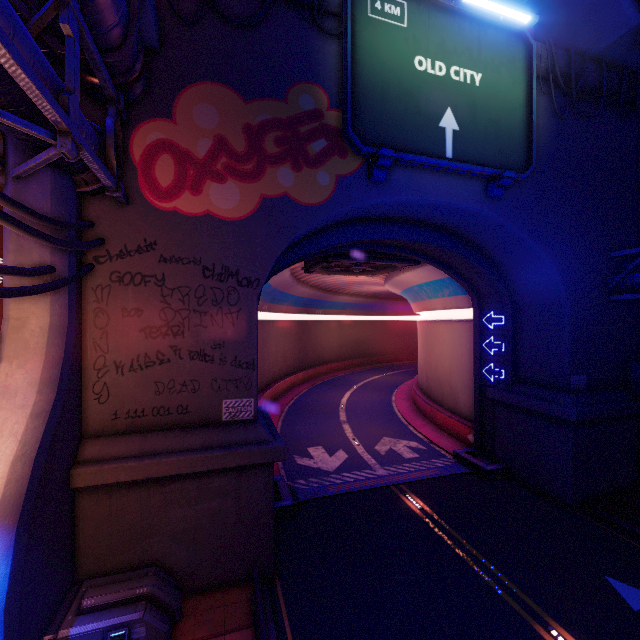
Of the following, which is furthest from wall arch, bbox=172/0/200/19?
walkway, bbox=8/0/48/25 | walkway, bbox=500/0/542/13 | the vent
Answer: walkway, bbox=500/0/542/13

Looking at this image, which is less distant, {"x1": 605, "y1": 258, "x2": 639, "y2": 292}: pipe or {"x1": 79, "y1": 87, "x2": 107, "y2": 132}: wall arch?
{"x1": 79, "y1": 87, "x2": 107, "y2": 132}: wall arch

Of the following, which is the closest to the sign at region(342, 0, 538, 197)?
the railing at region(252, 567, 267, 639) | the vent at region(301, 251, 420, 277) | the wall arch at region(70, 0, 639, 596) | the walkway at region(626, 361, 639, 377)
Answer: the wall arch at region(70, 0, 639, 596)

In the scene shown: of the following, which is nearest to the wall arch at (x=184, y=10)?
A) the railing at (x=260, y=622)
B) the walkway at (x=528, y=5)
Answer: the railing at (x=260, y=622)

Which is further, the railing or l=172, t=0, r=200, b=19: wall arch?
l=172, t=0, r=200, b=19: wall arch

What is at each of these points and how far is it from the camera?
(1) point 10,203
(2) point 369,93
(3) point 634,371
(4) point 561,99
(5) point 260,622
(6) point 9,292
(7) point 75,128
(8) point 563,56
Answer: (1) cable, 5.10m
(2) sign, 10.23m
(3) walkway, 14.56m
(4) wall arch, 13.62m
(5) railing, 6.71m
(6) cable, 5.07m
(7) pipe, 5.53m
(8) wall arch, 13.13m

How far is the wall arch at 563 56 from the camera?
13.05m

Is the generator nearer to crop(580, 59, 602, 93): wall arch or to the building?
crop(580, 59, 602, 93): wall arch
